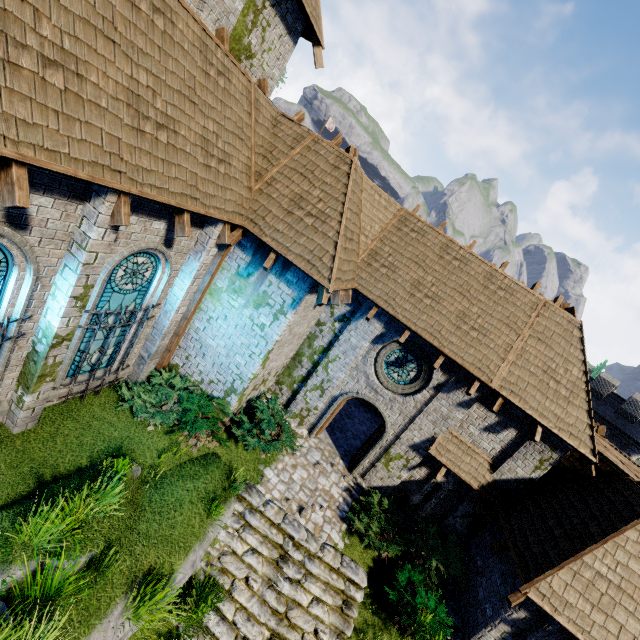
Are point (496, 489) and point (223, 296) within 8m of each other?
no

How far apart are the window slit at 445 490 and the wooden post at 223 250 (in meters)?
9.66

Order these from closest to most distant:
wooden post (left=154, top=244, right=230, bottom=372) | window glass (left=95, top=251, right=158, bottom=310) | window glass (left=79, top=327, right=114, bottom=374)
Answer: window glass (left=95, top=251, right=158, bottom=310) < window glass (left=79, top=327, right=114, bottom=374) < wooden post (left=154, top=244, right=230, bottom=372)

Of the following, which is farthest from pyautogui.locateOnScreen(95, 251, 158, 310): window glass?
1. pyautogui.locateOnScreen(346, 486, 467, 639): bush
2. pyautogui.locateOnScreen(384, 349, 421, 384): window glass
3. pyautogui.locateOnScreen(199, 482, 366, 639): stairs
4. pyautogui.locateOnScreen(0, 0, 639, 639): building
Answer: pyautogui.locateOnScreen(346, 486, 467, 639): bush

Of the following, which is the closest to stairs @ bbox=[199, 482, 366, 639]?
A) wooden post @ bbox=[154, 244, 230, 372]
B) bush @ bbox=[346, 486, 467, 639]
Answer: bush @ bbox=[346, 486, 467, 639]

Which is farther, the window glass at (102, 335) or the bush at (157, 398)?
the bush at (157, 398)

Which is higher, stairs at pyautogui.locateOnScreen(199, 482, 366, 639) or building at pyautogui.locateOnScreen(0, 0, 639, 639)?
building at pyautogui.locateOnScreen(0, 0, 639, 639)

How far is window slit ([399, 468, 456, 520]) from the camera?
11.13m
